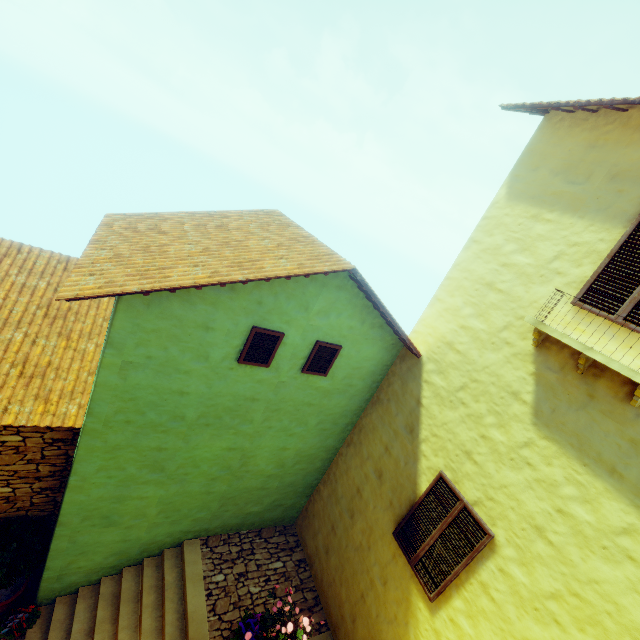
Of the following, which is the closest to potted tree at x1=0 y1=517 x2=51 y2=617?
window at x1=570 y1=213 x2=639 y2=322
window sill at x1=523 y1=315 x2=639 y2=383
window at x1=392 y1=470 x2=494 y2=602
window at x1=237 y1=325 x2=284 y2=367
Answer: window at x1=237 y1=325 x2=284 y2=367

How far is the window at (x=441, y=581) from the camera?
4.9 meters

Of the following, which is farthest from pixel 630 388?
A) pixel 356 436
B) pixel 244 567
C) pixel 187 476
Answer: pixel 244 567

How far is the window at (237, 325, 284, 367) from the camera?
5.16m

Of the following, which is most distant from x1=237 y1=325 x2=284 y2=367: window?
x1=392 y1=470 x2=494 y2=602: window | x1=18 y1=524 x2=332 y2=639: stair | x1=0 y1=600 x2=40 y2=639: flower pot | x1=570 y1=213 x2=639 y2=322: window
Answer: x1=0 y1=600 x2=40 y2=639: flower pot

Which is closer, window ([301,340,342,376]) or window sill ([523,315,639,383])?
window sill ([523,315,639,383])

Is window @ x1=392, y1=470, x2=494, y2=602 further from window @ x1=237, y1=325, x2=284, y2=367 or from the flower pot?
the flower pot

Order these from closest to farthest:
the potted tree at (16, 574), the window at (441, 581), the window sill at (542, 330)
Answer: the window sill at (542, 330), the window at (441, 581), the potted tree at (16, 574)
